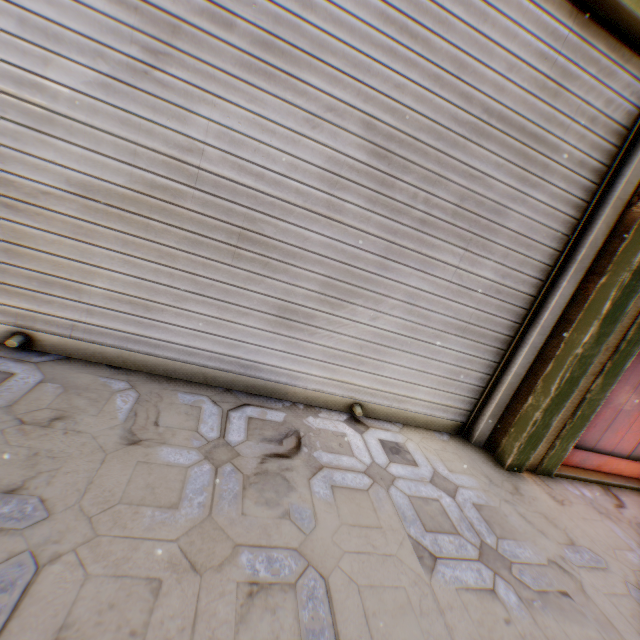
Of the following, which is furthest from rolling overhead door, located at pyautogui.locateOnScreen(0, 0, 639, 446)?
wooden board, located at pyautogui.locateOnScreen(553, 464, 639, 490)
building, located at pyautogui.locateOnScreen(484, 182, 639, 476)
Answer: wooden board, located at pyautogui.locateOnScreen(553, 464, 639, 490)

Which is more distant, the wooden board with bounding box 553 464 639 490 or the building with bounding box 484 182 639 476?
the wooden board with bounding box 553 464 639 490

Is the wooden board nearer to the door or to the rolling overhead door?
the door

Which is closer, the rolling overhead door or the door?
the rolling overhead door

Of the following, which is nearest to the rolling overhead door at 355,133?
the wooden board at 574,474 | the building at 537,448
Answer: the building at 537,448

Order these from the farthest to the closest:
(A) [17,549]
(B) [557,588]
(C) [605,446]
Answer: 1. (C) [605,446]
2. (B) [557,588]
3. (A) [17,549]

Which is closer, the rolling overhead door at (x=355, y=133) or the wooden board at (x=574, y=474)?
the rolling overhead door at (x=355, y=133)

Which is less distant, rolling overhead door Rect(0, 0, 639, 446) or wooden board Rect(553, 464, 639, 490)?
rolling overhead door Rect(0, 0, 639, 446)
